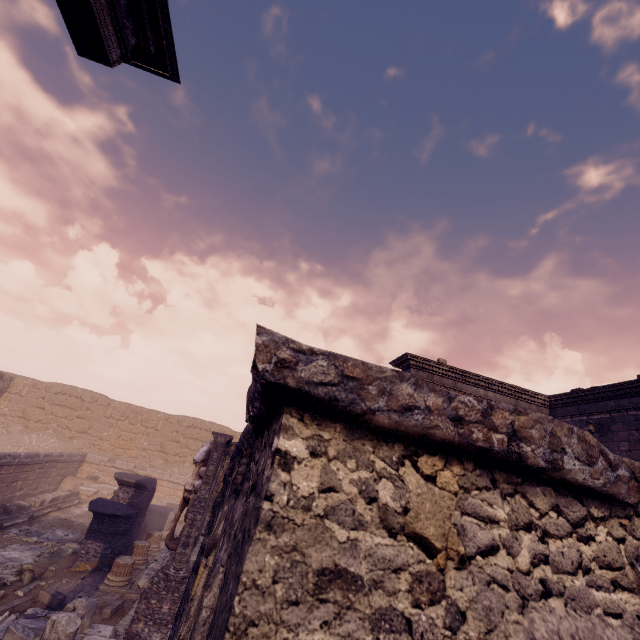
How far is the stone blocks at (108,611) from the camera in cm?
721

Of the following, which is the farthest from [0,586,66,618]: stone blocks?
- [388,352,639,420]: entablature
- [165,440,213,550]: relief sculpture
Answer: [388,352,639,420]: entablature

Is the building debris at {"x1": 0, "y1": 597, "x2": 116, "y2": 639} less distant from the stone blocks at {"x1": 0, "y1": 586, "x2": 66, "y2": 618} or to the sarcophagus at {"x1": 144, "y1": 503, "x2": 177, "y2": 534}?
the stone blocks at {"x1": 0, "y1": 586, "x2": 66, "y2": 618}

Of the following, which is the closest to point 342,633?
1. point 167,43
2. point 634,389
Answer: point 167,43

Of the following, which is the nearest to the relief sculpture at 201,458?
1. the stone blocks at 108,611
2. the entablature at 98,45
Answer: the stone blocks at 108,611

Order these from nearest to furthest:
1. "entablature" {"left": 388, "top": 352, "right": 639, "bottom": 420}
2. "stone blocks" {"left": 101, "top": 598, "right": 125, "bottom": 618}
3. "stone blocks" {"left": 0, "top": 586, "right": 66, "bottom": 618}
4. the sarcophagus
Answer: "stone blocks" {"left": 0, "top": 586, "right": 66, "bottom": 618}
"stone blocks" {"left": 101, "top": 598, "right": 125, "bottom": 618}
"entablature" {"left": 388, "top": 352, "right": 639, "bottom": 420}
the sarcophagus

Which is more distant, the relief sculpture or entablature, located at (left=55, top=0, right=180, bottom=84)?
the relief sculpture

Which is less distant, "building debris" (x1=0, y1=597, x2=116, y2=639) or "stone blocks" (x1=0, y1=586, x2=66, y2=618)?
"building debris" (x1=0, y1=597, x2=116, y2=639)
